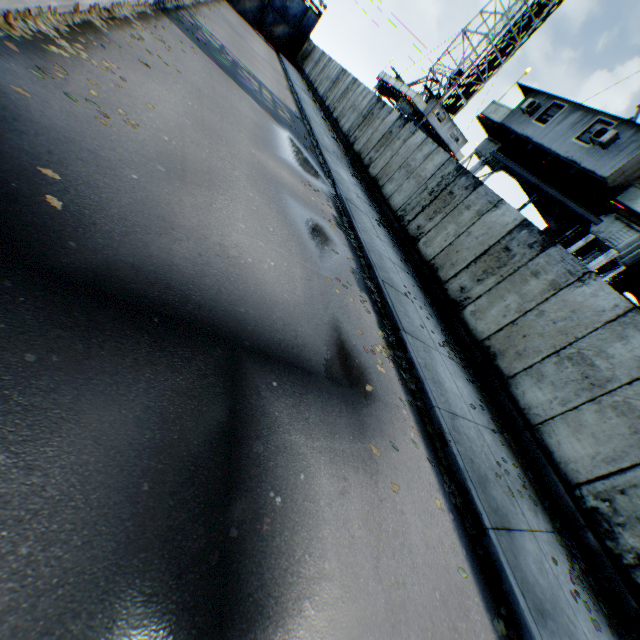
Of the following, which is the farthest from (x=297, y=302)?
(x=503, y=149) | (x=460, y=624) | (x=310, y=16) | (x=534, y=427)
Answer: (x=310, y=16)

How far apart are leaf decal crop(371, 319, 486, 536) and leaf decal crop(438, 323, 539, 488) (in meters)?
1.91

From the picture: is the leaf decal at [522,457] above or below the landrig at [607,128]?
below

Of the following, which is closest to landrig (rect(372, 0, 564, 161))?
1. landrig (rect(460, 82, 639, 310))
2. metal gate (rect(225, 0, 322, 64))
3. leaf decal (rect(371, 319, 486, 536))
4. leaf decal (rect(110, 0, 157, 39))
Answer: metal gate (rect(225, 0, 322, 64))

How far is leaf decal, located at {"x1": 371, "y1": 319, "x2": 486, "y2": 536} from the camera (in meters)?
4.46

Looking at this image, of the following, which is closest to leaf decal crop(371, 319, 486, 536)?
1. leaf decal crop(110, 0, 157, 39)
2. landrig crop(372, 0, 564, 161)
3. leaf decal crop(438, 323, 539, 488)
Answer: leaf decal crop(438, 323, 539, 488)

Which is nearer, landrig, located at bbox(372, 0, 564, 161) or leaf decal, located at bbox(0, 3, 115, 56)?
leaf decal, located at bbox(0, 3, 115, 56)

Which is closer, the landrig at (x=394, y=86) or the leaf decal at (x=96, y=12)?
the leaf decal at (x=96, y=12)
